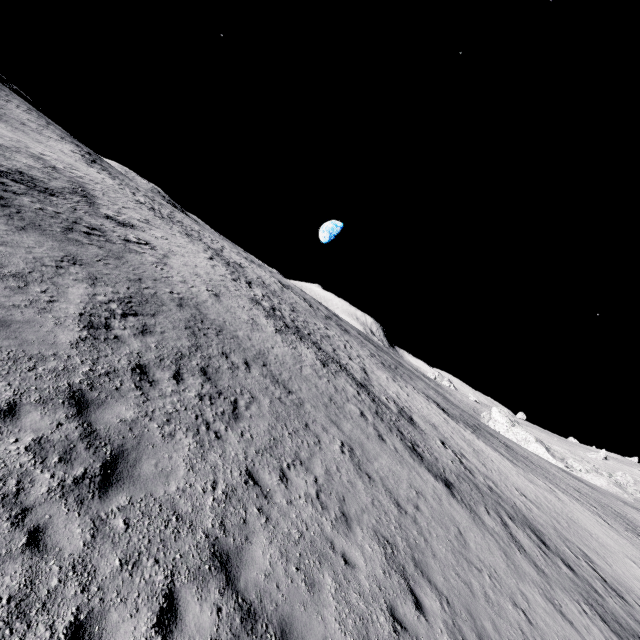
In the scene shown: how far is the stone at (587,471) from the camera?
53.2m

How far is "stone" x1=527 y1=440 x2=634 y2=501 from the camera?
53.25m

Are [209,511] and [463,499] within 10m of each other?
no
